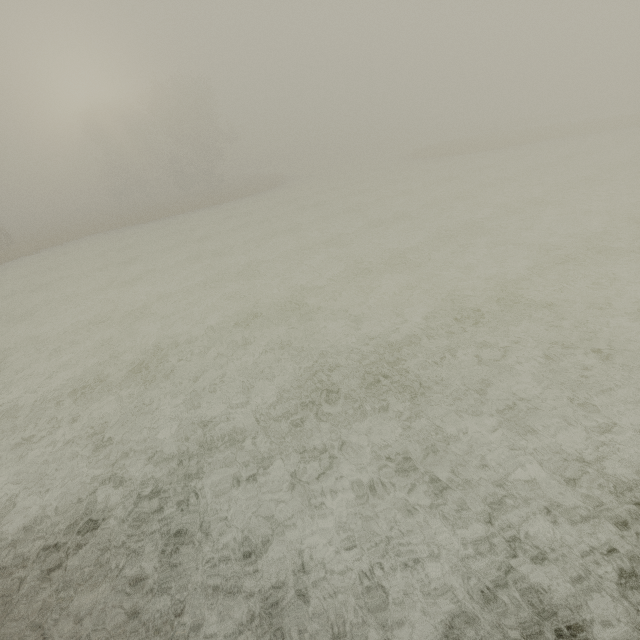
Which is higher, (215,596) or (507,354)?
(215,596)

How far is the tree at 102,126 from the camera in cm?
4166

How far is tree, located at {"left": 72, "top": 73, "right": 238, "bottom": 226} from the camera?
41.66m
